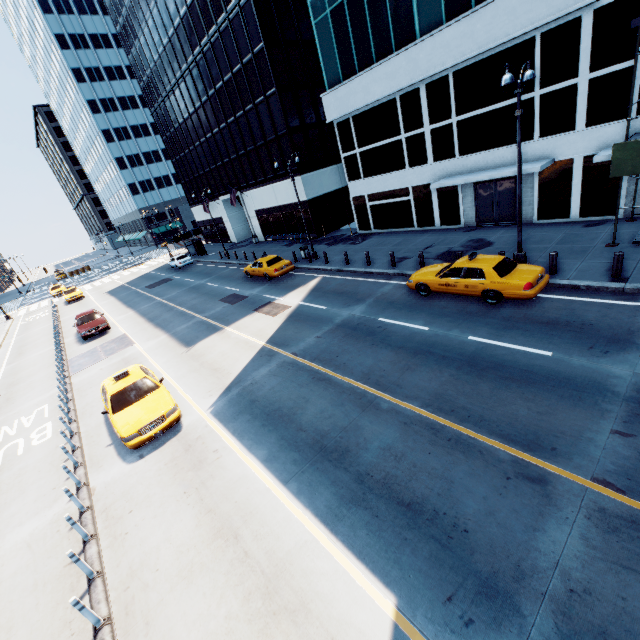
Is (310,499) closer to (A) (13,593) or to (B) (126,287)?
(A) (13,593)

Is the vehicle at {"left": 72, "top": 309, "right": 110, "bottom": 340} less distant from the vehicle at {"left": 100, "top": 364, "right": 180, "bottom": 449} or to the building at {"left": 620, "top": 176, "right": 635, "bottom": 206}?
the vehicle at {"left": 100, "top": 364, "right": 180, "bottom": 449}

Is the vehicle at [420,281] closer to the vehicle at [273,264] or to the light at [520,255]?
the light at [520,255]

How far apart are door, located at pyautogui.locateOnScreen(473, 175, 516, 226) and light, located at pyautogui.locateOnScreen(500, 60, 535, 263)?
6.37m

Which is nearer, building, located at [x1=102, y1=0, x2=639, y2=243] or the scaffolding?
the scaffolding

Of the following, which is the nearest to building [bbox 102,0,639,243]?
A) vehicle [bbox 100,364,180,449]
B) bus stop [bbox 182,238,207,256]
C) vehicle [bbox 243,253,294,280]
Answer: vehicle [bbox 243,253,294,280]

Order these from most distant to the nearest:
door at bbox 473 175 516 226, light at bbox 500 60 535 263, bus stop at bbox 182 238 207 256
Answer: bus stop at bbox 182 238 207 256 < door at bbox 473 175 516 226 < light at bbox 500 60 535 263

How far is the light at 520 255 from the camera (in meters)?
10.80
